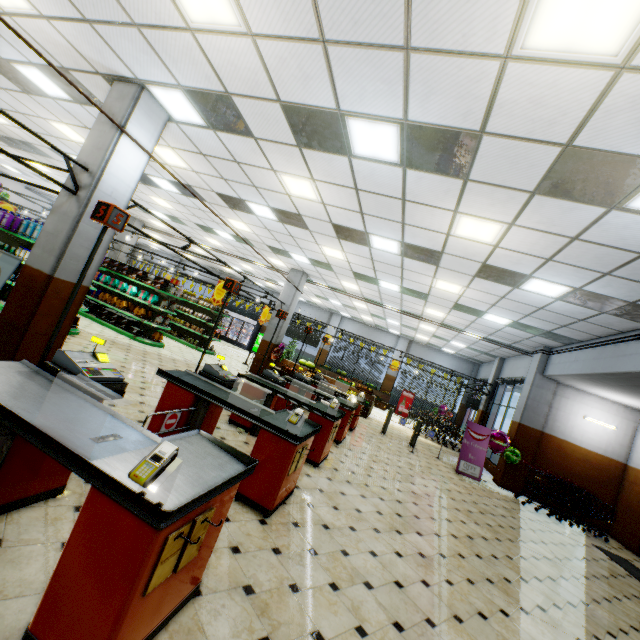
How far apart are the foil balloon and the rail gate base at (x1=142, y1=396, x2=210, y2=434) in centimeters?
989cm

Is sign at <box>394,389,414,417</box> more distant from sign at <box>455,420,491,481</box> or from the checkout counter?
the checkout counter

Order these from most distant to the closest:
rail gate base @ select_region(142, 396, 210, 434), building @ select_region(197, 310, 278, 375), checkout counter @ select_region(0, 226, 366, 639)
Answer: building @ select_region(197, 310, 278, 375) < rail gate base @ select_region(142, 396, 210, 434) < checkout counter @ select_region(0, 226, 366, 639)

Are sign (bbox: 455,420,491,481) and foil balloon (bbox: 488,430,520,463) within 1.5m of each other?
yes

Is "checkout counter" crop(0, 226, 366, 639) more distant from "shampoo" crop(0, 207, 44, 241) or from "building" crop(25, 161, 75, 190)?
"shampoo" crop(0, 207, 44, 241)

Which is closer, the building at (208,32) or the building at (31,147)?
the building at (208,32)

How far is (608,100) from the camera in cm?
284

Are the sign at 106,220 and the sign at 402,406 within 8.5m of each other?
no
